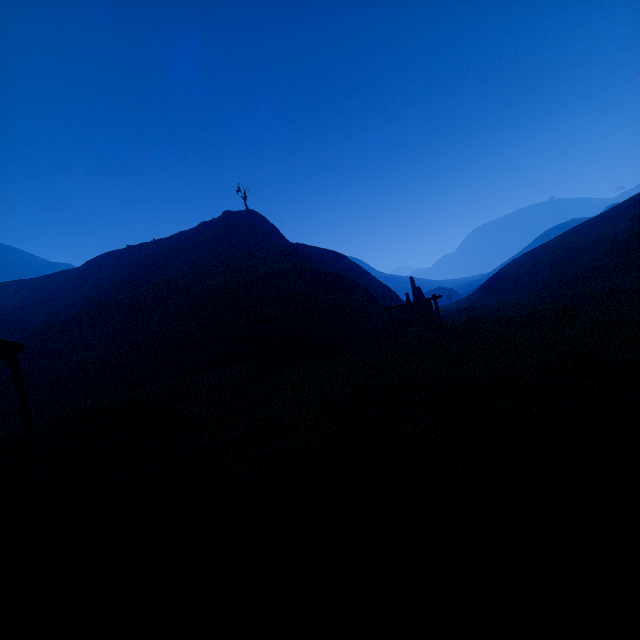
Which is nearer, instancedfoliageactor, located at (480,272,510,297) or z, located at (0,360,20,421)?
z, located at (0,360,20,421)

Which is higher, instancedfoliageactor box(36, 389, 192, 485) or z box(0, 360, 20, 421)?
z box(0, 360, 20, 421)

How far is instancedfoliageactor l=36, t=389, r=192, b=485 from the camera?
7.2m

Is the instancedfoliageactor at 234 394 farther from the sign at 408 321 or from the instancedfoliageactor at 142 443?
the sign at 408 321

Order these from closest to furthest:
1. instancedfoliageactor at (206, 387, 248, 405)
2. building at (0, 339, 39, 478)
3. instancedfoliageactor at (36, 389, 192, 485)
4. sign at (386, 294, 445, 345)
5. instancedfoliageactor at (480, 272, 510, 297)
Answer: instancedfoliageactor at (36, 389, 192, 485), building at (0, 339, 39, 478), instancedfoliageactor at (206, 387, 248, 405), sign at (386, 294, 445, 345), instancedfoliageactor at (480, 272, 510, 297)

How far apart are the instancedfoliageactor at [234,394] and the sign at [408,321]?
8.5m

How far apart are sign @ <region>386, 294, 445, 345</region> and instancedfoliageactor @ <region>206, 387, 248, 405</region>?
8.53m

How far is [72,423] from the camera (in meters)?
7.82
